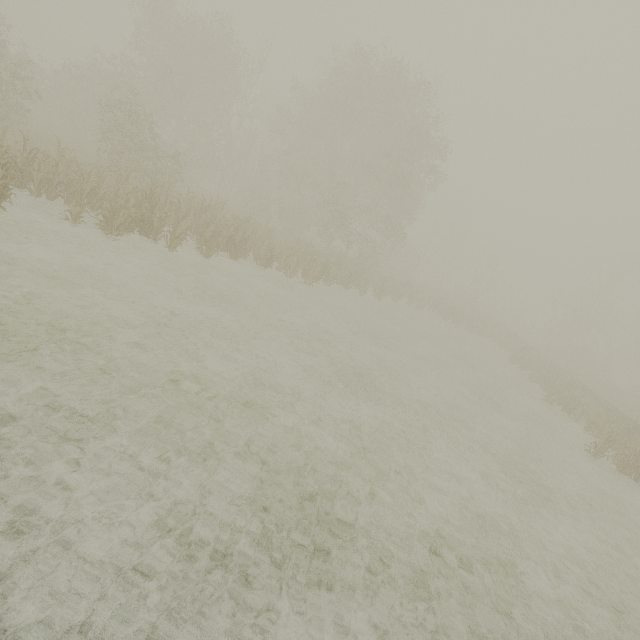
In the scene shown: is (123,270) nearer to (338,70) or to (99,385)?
(99,385)
